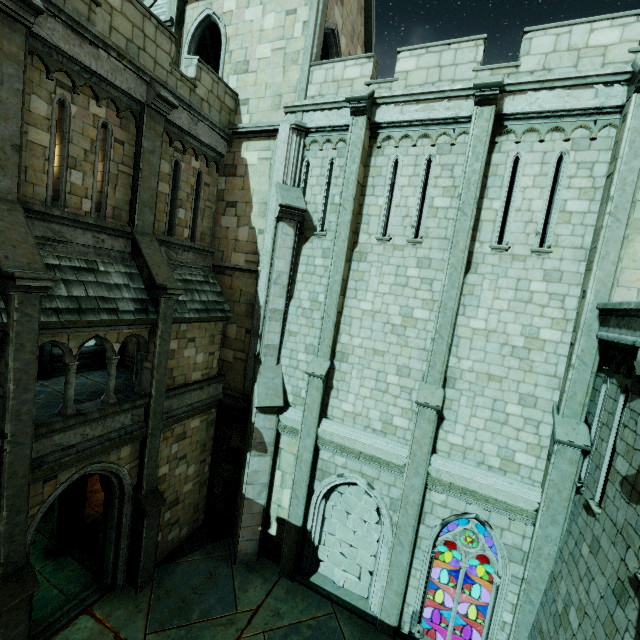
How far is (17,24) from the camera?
6.21m

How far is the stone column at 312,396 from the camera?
9.62m

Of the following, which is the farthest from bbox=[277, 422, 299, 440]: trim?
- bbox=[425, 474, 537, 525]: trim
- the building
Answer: bbox=[425, 474, 537, 525]: trim

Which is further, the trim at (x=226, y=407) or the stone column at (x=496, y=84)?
the trim at (x=226, y=407)

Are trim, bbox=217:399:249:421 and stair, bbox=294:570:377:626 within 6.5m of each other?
yes

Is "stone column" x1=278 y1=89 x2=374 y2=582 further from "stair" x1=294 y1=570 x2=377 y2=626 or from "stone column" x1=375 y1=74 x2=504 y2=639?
"stone column" x1=375 y1=74 x2=504 y2=639

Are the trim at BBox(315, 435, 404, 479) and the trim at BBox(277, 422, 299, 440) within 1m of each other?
yes

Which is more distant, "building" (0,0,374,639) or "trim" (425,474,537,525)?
"trim" (425,474,537,525)
